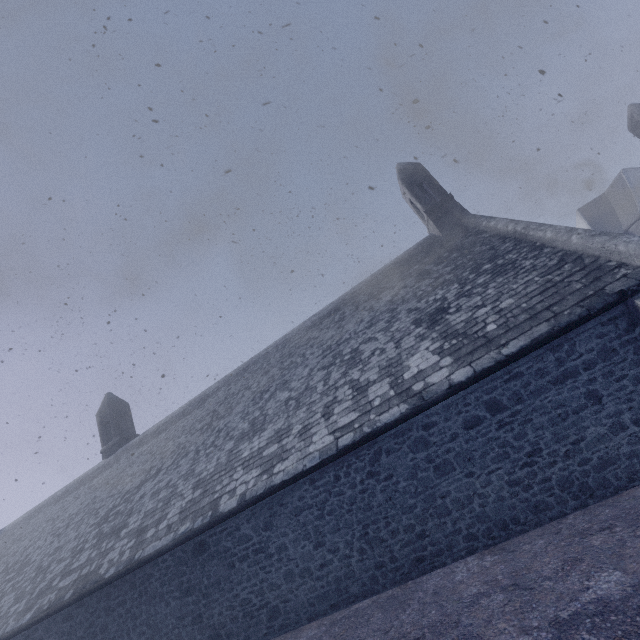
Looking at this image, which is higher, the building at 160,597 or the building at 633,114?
the building at 633,114

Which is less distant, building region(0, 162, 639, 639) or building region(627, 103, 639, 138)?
building region(0, 162, 639, 639)

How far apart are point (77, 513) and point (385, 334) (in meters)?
17.57

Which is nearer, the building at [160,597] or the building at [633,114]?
the building at [160,597]

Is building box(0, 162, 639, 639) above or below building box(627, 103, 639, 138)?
below
